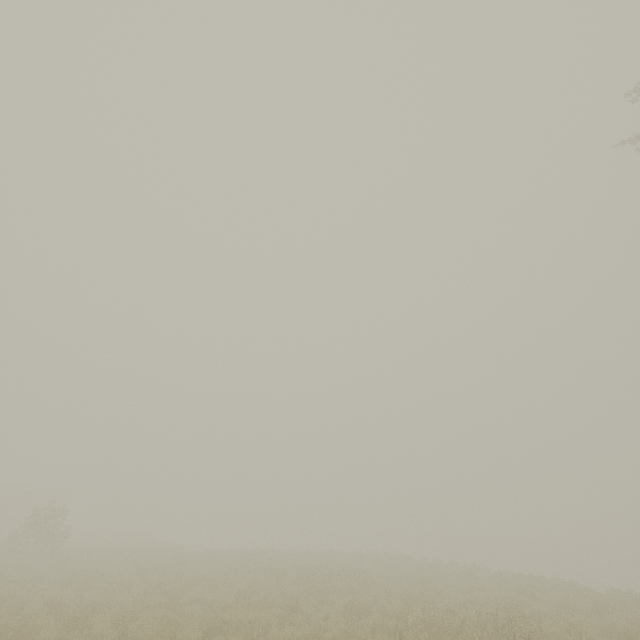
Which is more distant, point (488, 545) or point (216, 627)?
point (488, 545)
